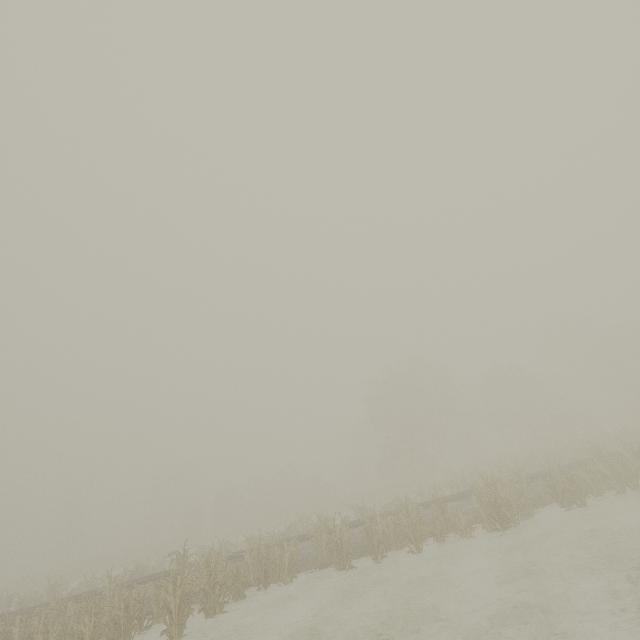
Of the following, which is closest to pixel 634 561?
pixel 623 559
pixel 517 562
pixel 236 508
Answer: Answer: pixel 623 559
